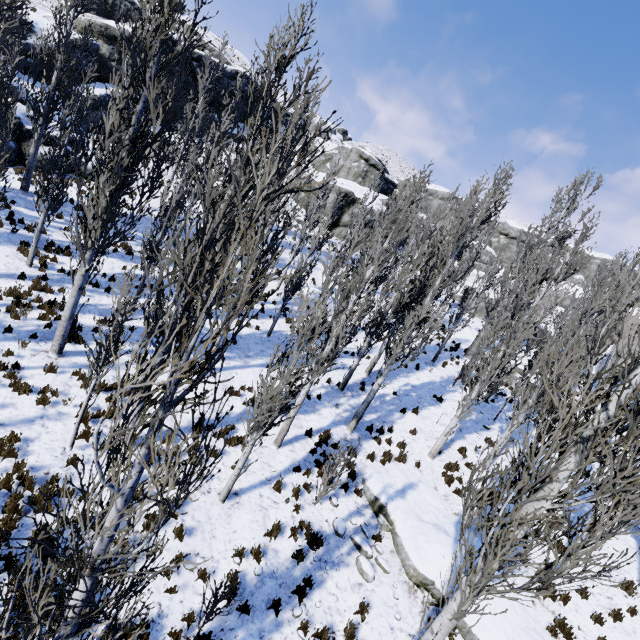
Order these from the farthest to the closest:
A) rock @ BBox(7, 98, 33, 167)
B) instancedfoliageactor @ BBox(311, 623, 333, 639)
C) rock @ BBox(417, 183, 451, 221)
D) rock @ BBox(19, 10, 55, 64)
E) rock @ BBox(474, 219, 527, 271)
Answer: rock @ BBox(474, 219, 527, 271), rock @ BBox(417, 183, 451, 221), rock @ BBox(19, 10, 55, 64), rock @ BBox(7, 98, 33, 167), instancedfoliageactor @ BBox(311, 623, 333, 639)

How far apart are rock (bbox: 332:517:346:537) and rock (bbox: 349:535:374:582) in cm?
14

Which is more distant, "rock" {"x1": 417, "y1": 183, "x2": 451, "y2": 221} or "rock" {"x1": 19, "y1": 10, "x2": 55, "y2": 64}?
"rock" {"x1": 417, "y1": 183, "x2": 451, "y2": 221}

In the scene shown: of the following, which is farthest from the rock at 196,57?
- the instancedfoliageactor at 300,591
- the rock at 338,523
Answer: the instancedfoliageactor at 300,591

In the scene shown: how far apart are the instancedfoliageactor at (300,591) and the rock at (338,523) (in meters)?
1.78

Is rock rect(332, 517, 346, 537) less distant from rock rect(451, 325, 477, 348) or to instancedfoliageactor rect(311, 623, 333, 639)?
instancedfoliageactor rect(311, 623, 333, 639)

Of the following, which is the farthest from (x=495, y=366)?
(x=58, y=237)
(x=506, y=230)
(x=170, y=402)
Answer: (x=506, y=230)

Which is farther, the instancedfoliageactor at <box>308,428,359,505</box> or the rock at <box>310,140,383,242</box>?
the rock at <box>310,140,383,242</box>
